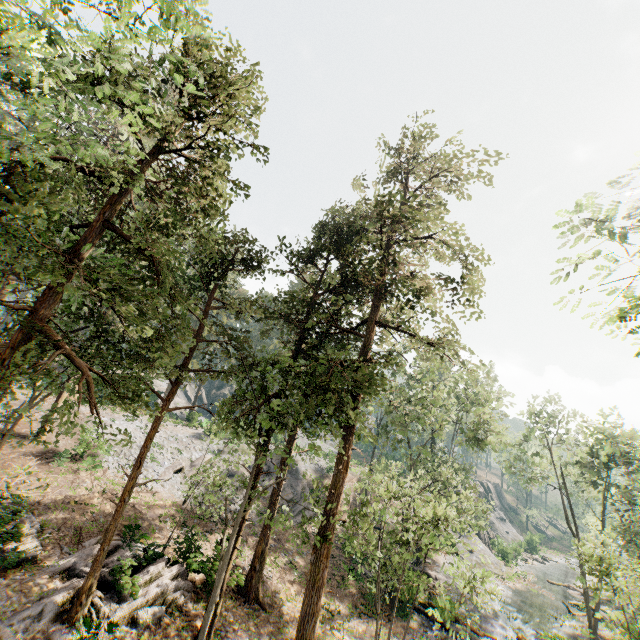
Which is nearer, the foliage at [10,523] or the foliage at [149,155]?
the foliage at [149,155]

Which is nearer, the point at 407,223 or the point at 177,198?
the point at 177,198

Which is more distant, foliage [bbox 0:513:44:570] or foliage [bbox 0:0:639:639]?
foliage [bbox 0:513:44:570]
